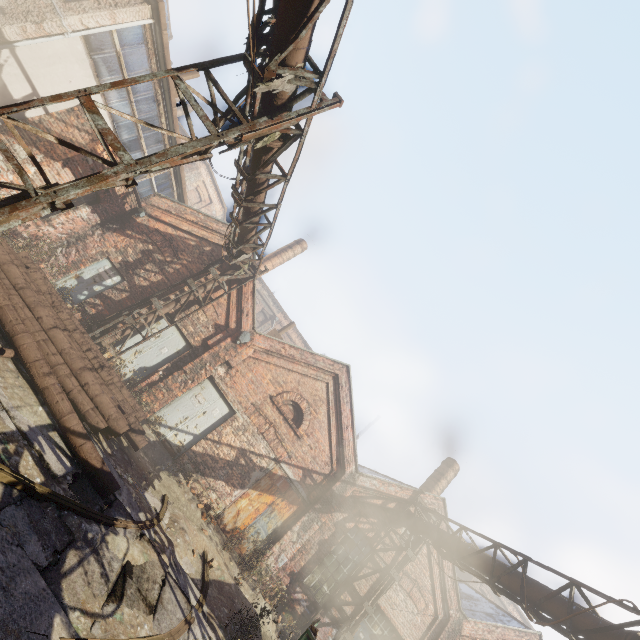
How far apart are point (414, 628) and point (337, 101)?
17.14m

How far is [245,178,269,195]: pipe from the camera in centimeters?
756cm

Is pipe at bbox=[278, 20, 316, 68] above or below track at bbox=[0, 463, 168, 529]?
above

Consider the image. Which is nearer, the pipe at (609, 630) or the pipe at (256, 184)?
the pipe at (609, 630)

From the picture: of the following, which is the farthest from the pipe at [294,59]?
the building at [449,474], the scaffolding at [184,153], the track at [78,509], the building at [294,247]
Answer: the building at [294,247]

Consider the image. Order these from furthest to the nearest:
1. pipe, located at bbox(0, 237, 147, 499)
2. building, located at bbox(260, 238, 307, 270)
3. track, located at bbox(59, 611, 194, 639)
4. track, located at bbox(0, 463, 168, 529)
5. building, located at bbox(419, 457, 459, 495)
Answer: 1. building, located at bbox(260, 238, 307, 270)
2. building, located at bbox(419, 457, 459, 495)
3. pipe, located at bbox(0, 237, 147, 499)
4. track, located at bbox(0, 463, 168, 529)
5. track, located at bbox(59, 611, 194, 639)

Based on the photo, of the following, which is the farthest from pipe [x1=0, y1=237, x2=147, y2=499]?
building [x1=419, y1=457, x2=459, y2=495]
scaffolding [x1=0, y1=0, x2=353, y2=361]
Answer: building [x1=419, y1=457, x2=459, y2=495]

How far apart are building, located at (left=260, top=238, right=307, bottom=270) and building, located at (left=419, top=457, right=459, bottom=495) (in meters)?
15.02
